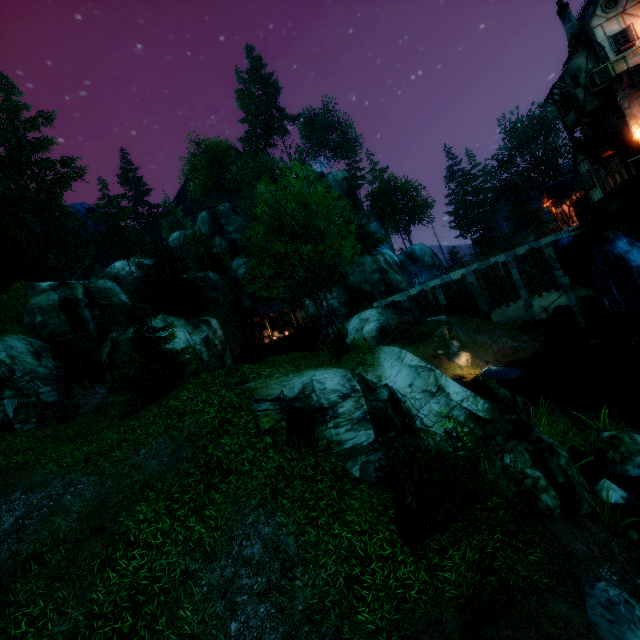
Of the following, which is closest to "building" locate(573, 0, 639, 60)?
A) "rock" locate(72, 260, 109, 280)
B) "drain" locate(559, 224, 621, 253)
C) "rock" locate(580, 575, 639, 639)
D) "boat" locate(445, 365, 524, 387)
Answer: "drain" locate(559, 224, 621, 253)

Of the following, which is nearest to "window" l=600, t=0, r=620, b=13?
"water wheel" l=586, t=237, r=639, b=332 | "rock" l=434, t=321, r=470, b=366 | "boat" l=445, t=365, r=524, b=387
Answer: "water wheel" l=586, t=237, r=639, b=332

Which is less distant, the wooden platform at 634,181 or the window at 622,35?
the wooden platform at 634,181

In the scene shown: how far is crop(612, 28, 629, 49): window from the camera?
20.0 meters

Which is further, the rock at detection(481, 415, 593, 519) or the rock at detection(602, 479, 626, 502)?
the rock at detection(602, 479, 626, 502)

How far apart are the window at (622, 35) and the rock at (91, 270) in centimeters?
6326cm

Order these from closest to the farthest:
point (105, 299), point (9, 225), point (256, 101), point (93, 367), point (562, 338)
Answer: point (93, 367) → point (562, 338) → point (105, 299) → point (9, 225) → point (256, 101)

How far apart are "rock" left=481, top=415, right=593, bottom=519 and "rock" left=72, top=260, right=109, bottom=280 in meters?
58.6 m
